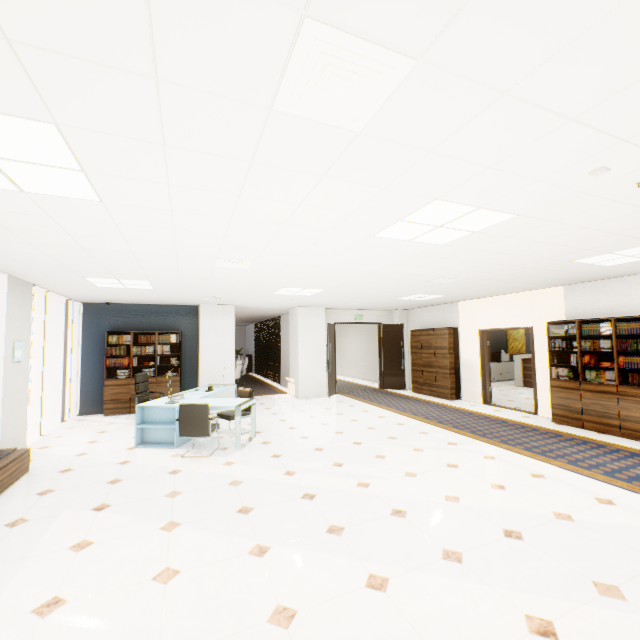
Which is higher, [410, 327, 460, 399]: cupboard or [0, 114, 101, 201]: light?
[0, 114, 101, 201]: light

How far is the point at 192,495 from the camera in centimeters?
392cm

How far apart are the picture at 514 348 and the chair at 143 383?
14.11m

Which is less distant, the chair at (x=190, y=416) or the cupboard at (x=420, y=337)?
the chair at (x=190, y=416)

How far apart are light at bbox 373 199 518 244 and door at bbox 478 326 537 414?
5.5m

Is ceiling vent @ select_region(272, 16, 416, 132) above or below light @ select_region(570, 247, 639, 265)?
below

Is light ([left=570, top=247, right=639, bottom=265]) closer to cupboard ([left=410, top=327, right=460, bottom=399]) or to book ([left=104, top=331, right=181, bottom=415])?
cupboard ([left=410, top=327, right=460, bottom=399])

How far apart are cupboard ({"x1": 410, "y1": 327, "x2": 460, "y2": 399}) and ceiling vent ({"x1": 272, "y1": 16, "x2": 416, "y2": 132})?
8.97m
